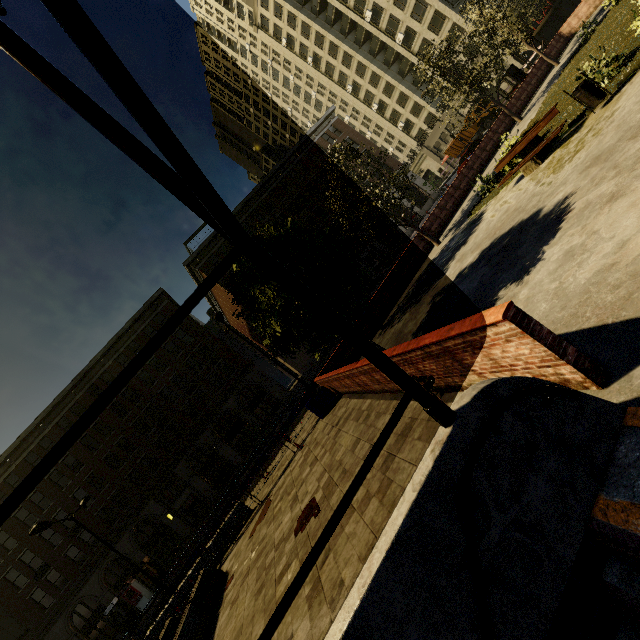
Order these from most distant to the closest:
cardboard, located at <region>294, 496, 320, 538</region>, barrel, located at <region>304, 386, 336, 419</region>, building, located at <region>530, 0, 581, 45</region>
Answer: building, located at <region>530, 0, 581, 45</region> → barrel, located at <region>304, 386, 336, 419</region> → cardboard, located at <region>294, 496, 320, 538</region>

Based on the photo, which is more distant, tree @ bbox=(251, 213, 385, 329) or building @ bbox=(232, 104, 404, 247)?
building @ bbox=(232, 104, 404, 247)

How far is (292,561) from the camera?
Answer: 7.32m

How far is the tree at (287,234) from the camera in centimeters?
835cm

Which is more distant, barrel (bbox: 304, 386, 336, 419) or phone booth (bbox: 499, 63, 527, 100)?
phone booth (bbox: 499, 63, 527, 100)

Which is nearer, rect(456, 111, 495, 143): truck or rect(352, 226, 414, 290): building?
rect(456, 111, 495, 143): truck

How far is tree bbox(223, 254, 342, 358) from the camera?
8.22m

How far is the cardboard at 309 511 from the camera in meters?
8.0
